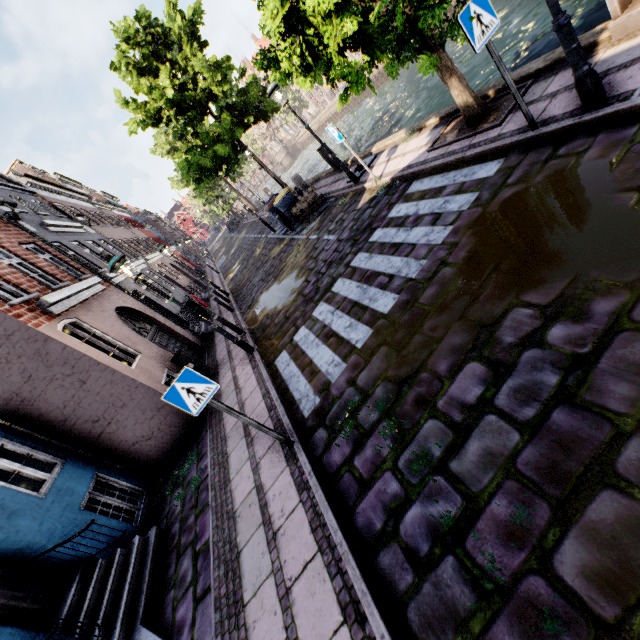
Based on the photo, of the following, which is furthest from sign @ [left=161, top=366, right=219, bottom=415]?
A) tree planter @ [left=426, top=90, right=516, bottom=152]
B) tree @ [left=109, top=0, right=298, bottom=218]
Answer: tree @ [left=109, top=0, right=298, bottom=218]

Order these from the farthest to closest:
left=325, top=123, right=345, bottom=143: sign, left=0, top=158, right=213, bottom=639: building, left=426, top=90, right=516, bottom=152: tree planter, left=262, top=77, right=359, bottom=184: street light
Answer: left=262, top=77, right=359, bottom=184: street light
left=325, top=123, right=345, bottom=143: sign
left=426, top=90, right=516, bottom=152: tree planter
left=0, top=158, right=213, bottom=639: building

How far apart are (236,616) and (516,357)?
4.1m

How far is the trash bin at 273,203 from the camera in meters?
13.7 m

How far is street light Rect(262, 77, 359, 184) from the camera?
8.91m

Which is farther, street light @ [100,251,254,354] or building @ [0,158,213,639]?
street light @ [100,251,254,354]

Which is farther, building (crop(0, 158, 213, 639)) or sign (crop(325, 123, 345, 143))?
sign (crop(325, 123, 345, 143))

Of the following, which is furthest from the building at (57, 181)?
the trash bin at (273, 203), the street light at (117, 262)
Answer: the trash bin at (273, 203)
